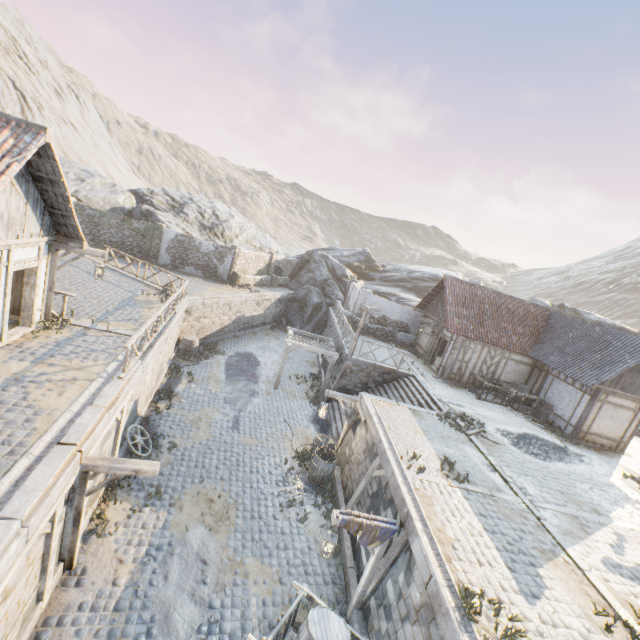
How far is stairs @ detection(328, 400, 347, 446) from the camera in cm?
1576

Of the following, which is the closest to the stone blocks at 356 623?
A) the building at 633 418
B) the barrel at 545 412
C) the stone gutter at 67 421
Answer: the stone gutter at 67 421

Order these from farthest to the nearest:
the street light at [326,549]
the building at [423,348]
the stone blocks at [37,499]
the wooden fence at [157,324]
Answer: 1. the building at [423,348]
2. the wooden fence at [157,324]
3. the street light at [326,549]
4. the stone blocks at [37,499]

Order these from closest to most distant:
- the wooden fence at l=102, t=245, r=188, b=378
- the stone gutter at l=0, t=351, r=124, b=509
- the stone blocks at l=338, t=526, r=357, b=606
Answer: the stone gutter at l=0, t=351, r=124, b=509 < the stone blocks at l=338, t=526, r=357, b=606 < the wooden fence at l=102, t=245, r=188, b=378

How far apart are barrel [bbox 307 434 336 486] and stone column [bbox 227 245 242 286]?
17.6m

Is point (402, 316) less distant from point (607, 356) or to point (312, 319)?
point (312, 319)

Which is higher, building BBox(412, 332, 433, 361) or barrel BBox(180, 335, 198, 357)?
building BBox(412, 332, 433, 361)

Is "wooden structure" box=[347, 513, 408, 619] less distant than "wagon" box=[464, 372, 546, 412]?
Yes
